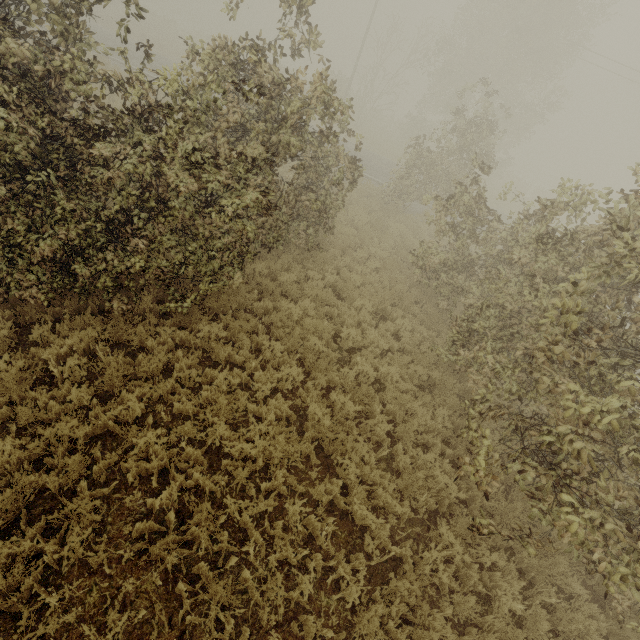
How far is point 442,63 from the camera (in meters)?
24.56
